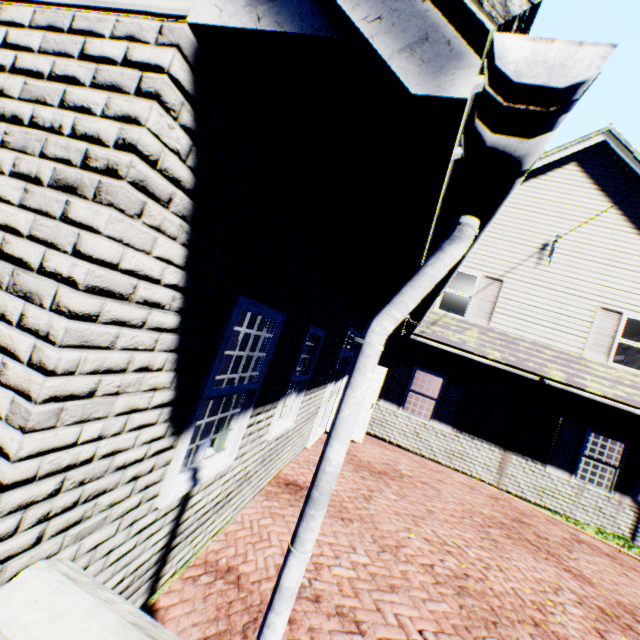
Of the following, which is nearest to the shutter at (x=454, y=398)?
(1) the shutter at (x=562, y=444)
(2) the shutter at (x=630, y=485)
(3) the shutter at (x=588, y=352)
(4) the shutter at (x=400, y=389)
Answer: (4) the shutter at (x=400, y=389)

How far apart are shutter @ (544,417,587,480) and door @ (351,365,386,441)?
5.3 meters

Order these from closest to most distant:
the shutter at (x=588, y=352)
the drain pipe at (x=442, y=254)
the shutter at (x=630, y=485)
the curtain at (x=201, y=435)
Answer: the drain pipe at (x=442, y=254) < the curtain at (x=201, y=435) < the shutter at (x=630, y=485) < the shutter at (x=588, y=352)

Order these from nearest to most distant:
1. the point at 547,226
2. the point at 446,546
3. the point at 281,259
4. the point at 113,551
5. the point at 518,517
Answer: the point at 113,551, the point at 281,259, the point at 446,546, the point at 518,517, the point at 547,226

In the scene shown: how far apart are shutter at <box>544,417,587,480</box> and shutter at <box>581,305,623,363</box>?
1.8 meters

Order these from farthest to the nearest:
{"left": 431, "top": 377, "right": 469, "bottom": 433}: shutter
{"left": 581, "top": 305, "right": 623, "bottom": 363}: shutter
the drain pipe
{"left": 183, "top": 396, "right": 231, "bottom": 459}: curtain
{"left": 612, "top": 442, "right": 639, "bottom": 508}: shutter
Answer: {"left": 431, "top": 377, "right": 469, "bottom": 433}: shutter
{"left": 581, "top": 305, "right": 623, "bottom": 363}: shutter
{"left": 612, "top": 442, "right": 639, "bottom": 508}: shutter
{"left": 183, "top": 396, "right": 231, "bottom": 459}: curtain
the drain pipe

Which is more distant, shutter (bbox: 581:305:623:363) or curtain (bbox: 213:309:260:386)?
shutter (bbox: 581:305:623:363)

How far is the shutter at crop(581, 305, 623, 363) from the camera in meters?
9.3
